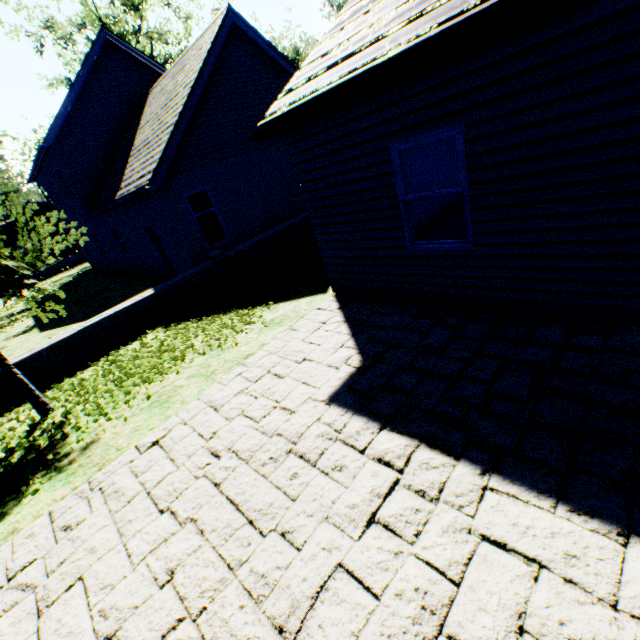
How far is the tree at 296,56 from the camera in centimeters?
4066cm

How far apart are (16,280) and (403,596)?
7.3m

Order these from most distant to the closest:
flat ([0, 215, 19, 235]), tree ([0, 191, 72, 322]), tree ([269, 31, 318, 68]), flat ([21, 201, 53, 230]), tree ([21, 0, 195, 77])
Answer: tree ([269, 31, 318, 68]) → flat ([21, 201, 53, 230]) → flat ([0, 215, 19, 235]) → tree ([21, 0, 195, 77]) → tree ([0, 191, 72, 322])

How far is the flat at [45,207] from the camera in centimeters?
3155cm

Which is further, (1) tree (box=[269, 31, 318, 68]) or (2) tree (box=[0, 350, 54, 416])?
(1) tree (box=[269, 31, 318, 68])

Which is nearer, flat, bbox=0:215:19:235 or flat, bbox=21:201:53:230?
flat, bbox=0:215:19:235

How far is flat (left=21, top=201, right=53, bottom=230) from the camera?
31.5m

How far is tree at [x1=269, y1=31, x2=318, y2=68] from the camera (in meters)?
40.66
